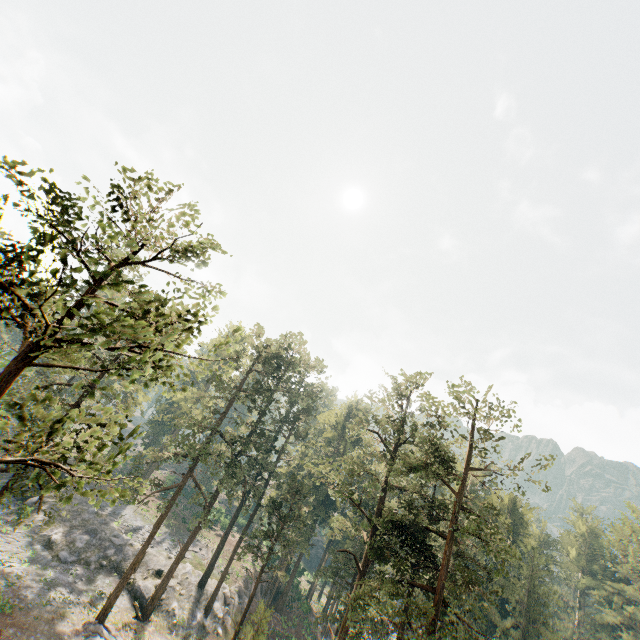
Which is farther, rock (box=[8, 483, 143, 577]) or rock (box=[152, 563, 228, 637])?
rock (box=[8, 483, 143, 577])

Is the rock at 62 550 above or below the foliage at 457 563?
below

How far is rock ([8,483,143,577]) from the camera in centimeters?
3378cm

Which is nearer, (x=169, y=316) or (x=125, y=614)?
(x=169, y=316)

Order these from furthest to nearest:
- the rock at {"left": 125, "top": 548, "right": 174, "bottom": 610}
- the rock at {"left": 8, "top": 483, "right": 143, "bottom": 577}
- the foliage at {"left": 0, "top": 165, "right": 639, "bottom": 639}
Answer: the rock at {"left": 8, "top": 483, "right": 143, "bottom": 577} → the rock at {"left": 125, "top": 548, "right": 174, "bottom": 610} → the foliage at {"left": 0, "top": 165, "right": 639, "bottom": 639}

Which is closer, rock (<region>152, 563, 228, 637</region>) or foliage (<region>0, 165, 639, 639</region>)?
foliage (<region>0, 165, 639, 639</region>)

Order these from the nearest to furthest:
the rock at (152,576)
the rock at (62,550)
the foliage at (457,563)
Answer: the foliage at (457,563) < the rock at (152,576) < the rock at (62,550)
